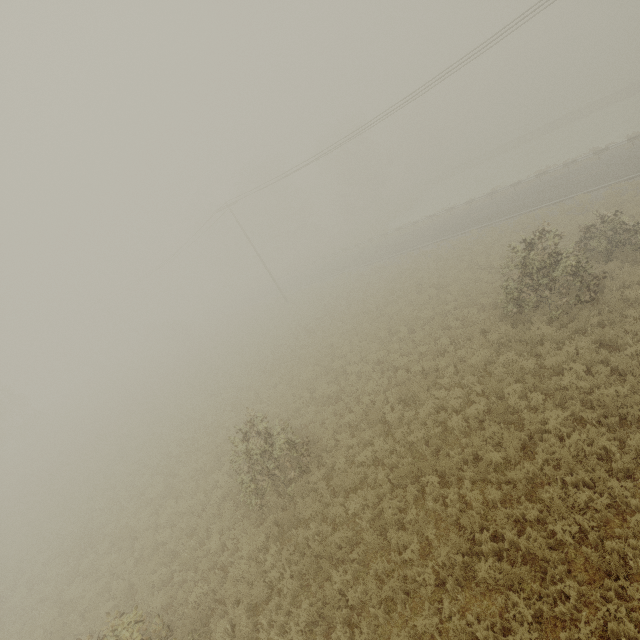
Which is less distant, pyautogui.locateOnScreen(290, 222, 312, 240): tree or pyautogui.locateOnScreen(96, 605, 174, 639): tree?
pyautogui.locateOnScreen(96, 605, 174, 639): tree

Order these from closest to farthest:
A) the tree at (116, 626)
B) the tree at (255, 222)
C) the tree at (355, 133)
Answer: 1. the tree at (116, 626)
2. the tree at (355, 133)
3. the tree at (255, 222)

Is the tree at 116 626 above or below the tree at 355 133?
below

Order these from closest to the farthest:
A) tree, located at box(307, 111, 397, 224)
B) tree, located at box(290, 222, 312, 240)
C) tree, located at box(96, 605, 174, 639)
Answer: tree, located at box(96, 605, 174, 639), tree, located at box(307, 111, 397, 224), tree, located at box(290, 222, 312, 240)

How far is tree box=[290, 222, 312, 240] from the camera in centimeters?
5705cm

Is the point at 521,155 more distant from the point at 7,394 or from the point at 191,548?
the point at 7,394

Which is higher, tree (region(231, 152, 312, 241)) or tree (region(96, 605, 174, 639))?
tree (region(231, 152, 312, 241))
